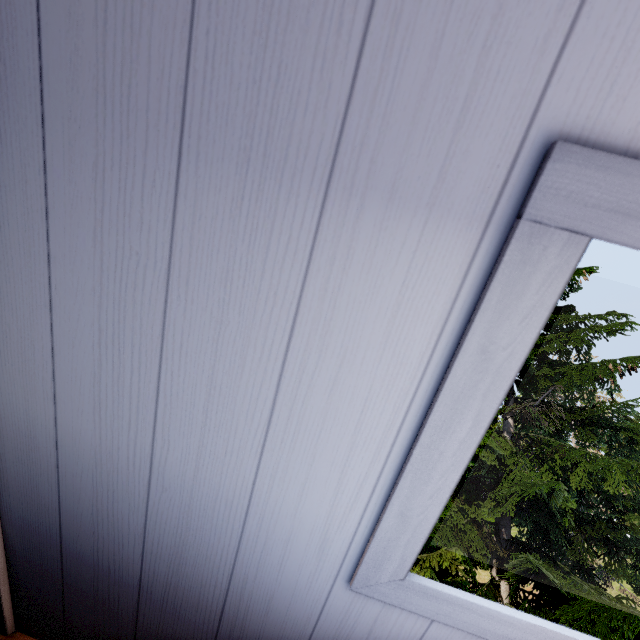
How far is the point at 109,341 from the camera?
0.6m
